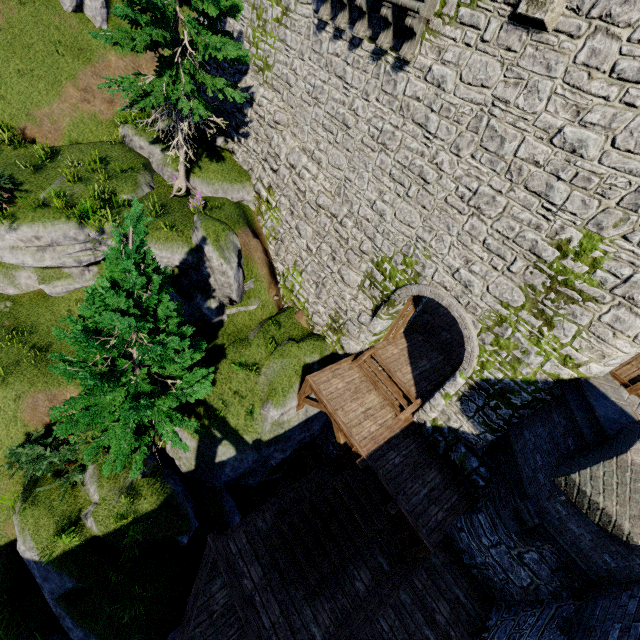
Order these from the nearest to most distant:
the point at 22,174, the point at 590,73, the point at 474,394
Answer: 1. the point at 590,73
2. the point at 474,394
3. the point at 22,174

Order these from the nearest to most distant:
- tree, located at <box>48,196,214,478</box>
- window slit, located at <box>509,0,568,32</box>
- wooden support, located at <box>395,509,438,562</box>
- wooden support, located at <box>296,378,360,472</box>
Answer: window slit, located at <box>509,0,568,32</box>
tree, located at <box>48,196,214,478</box>
wooden support, located at <box>395,509,438,562</box>
wooden support, located at <box>296,378,360,472</box>

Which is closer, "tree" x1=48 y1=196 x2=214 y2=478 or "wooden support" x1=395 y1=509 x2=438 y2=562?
"tree" x1=48 y1=196 x2=214 y2=478

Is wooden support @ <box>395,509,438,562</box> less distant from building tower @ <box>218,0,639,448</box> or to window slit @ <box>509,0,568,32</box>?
building tower @ <box>218,0,639,448</box>

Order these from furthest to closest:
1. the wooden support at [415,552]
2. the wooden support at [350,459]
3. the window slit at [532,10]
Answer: the wooden support at [350,459] → the wooden support at [415,552] → the window slit at [532,10]

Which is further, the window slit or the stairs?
the stairs

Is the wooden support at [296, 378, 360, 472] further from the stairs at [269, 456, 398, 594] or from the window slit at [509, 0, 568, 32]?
the window slit at [509, 0, 568, 32]

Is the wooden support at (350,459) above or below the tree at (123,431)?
below
